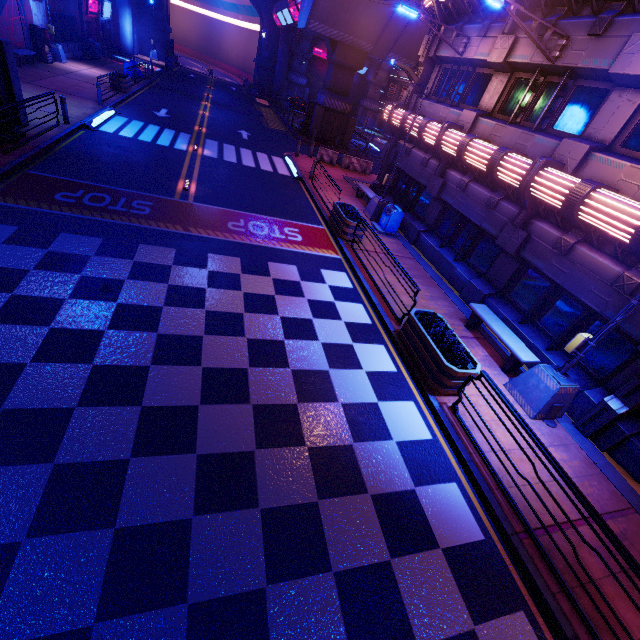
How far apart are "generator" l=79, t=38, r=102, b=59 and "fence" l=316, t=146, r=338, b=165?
24.3 meters

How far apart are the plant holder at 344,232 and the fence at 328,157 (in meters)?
11.22

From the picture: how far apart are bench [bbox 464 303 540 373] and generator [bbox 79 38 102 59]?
39.82m

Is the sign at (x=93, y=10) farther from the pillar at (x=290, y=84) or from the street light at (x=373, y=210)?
the street light at (x=373, y=210)

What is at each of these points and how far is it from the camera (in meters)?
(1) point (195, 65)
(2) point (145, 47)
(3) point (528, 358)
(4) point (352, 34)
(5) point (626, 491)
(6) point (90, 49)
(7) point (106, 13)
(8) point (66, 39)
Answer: (1) tunnel, 57.72
(2) wall arch, 44.12
(3) bench, 8.42
(4) walkway, 25.64
(5) beam, 6.73
(6) generator, 29.17
(7) sign, 35.00
(8) fence, 26.33

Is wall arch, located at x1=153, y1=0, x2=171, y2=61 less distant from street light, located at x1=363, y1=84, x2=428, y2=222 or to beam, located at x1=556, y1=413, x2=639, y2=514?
beam, located at x1=556, y1=413, x2=639, y2=514

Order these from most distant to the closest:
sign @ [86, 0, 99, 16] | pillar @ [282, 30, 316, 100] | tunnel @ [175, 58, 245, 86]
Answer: tunnel @ [175, 58, 245, 86] → pillar @ [282, 30, 316, 100] → sign @ [86, 0, 99, 16]

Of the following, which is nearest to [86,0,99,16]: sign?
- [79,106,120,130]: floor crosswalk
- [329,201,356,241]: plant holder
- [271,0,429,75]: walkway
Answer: [271,0,429,75]: walkway
